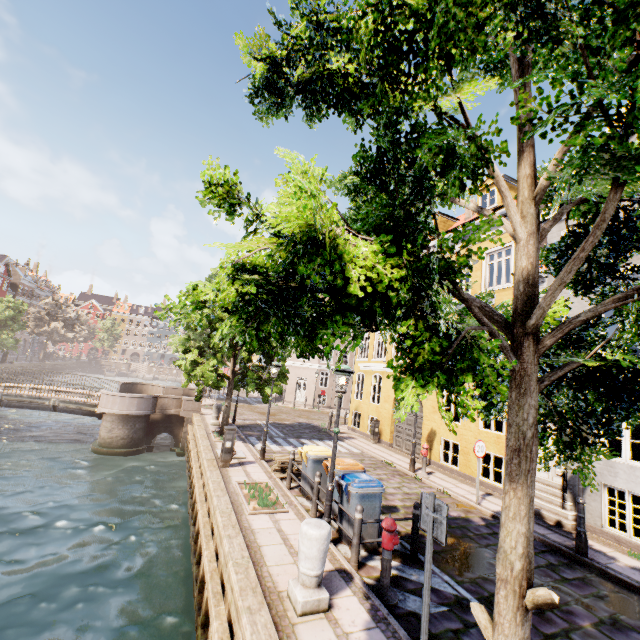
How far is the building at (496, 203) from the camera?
13.17m

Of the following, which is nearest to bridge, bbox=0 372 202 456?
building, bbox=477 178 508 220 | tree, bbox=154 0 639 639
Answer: tree, bbox=154 0 639 639

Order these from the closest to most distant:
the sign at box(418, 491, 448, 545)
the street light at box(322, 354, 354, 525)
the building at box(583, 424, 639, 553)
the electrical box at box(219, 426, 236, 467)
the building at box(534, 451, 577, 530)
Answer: the sign at box(418, 491, 448, 545) → the street light at box(322, 354, 354, 525) → the building at box(583, 424, 639, 553) → the building at box(534, 451, 577, 530) → the electrical box at box(219, 426, 236, 467)

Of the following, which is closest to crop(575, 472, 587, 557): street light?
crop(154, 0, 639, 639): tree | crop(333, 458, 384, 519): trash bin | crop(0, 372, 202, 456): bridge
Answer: crop(154, 0, 639, 639): tree

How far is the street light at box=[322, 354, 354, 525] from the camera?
6.7m

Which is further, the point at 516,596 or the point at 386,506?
the point at 386,506

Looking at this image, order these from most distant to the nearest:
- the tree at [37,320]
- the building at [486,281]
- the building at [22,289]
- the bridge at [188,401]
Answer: the building at [22,289] → the tree at [37,320] → the bridge at [188,401] → the building at [486,281]

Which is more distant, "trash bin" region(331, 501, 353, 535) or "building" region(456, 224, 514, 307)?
"building" region(456, 224, 514, 307)
